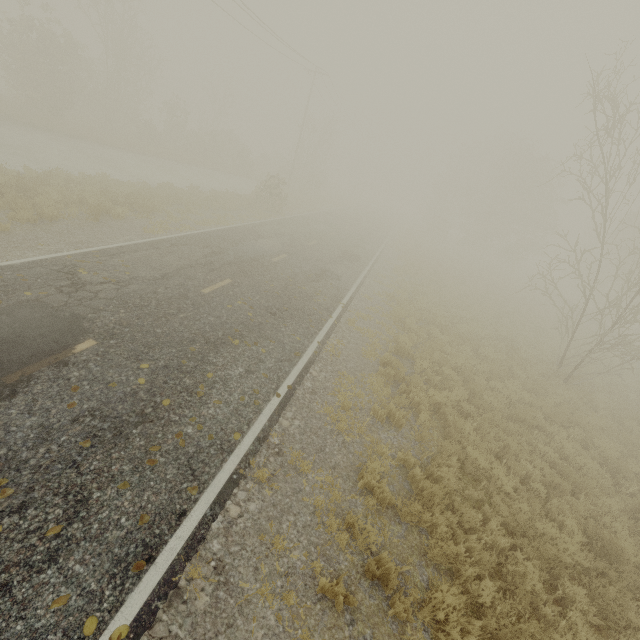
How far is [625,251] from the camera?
33.7m
